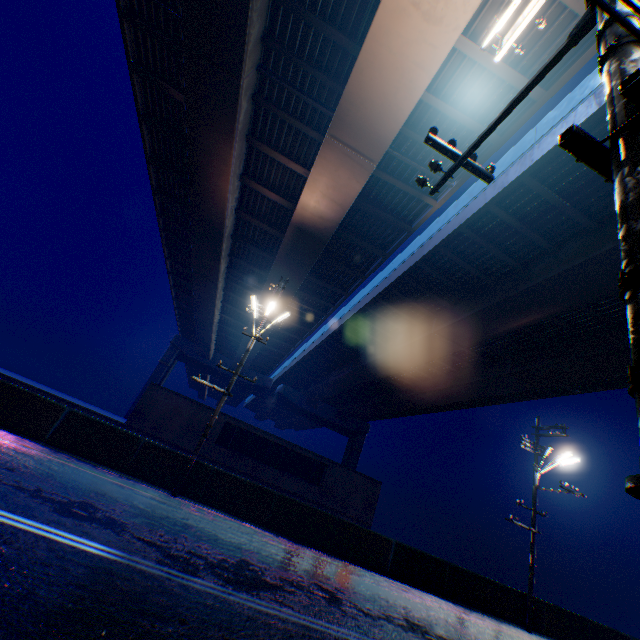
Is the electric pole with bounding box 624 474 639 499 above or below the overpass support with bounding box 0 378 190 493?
above

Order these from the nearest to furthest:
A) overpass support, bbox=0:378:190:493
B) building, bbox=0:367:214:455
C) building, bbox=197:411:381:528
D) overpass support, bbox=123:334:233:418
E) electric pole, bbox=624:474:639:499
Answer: electric pole, bbox=624:474:639:499, overpass support, bbox=0:378:190:493, building, bbox=0:367:214:455, building, bbox=197:411:381:528, overpass support, bbox=123:334:233:418

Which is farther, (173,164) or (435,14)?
(173,164)

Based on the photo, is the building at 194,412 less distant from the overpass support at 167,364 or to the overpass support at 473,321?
the overpass support at 473,321

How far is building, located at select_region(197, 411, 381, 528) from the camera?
22.25m

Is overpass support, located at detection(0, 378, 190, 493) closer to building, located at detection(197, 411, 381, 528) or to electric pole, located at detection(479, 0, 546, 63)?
electric pole, located at detection(479, 0, 546, 63)

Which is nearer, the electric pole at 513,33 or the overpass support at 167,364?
the electric pole at 513,33

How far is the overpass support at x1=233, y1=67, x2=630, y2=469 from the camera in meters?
13.0 m
